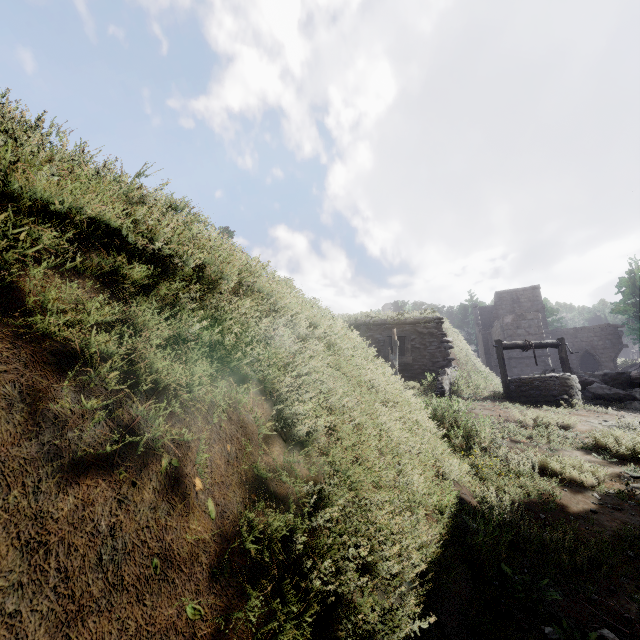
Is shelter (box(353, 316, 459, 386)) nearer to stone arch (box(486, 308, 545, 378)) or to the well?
the well

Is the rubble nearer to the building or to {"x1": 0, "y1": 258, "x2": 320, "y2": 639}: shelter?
{"x1": 0, "y1": 258, "x2": 320, "y2": 639}: shelter

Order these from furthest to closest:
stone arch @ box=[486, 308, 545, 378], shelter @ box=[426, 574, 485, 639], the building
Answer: the building
stone arch @ box=[486, 308, 545, 378]
shelter @ box=[426, 574, 485, 639]

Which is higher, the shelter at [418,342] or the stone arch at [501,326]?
the stone arch at [501,326]

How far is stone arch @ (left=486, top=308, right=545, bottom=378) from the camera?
25.6m

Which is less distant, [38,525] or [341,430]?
[38,525]

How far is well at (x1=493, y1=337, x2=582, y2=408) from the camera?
9.1m

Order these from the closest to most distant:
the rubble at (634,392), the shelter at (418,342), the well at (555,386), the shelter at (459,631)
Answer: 1. the shelter at (459,631)
2. the well at (555,386)
3. the rubble at (634,392)
4. the shelter at (418,342)
